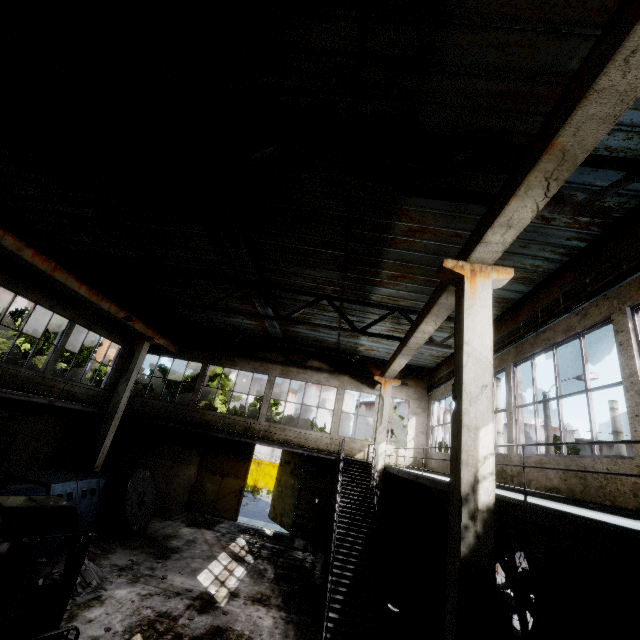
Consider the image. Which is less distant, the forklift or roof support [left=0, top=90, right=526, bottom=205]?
the forklift

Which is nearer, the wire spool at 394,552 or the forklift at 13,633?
the forklift at 13,633

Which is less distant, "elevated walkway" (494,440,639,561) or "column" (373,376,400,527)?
"elevated walkway" (494,440,639,561)

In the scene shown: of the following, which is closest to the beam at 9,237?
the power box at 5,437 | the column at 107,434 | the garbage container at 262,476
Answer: the column at 107,434

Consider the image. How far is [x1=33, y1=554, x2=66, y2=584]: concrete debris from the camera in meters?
7.5 m

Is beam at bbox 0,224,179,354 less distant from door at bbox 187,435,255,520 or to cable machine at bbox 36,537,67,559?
door at bbox 187,435,255,520

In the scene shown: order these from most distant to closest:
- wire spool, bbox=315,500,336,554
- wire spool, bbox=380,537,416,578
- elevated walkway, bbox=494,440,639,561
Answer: wire spool, bbox=315,500,336,554, wire spool, bbox=380,537,416,578, elevated walkway, bbox=494,440,639,561

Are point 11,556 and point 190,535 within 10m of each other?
yes
